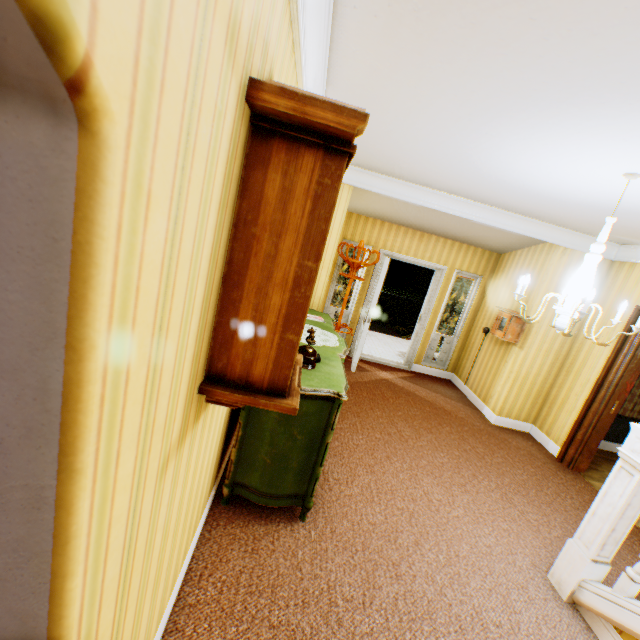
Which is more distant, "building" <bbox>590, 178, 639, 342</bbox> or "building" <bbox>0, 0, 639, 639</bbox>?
"building" <bbox>590, 178, 639, 342</bbox>

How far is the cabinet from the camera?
2.4m

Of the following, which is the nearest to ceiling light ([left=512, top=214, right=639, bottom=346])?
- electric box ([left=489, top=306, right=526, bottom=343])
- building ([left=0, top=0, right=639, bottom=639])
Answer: building ([left=0, top=0, right=639, bottom=639])

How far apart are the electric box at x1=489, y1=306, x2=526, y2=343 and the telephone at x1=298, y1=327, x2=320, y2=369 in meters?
3.9 m

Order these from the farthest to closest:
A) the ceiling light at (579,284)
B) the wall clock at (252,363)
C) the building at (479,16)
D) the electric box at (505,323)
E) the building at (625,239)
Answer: the electric box at (505,323), the building at (625,239), the ceiling light at (579,284), the wall clock at (252,363), the building at (479,16)

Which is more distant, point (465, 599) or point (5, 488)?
point (465, 599)

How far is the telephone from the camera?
2.6 meters

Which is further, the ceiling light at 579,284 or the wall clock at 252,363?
the ceiling light at 579,284
